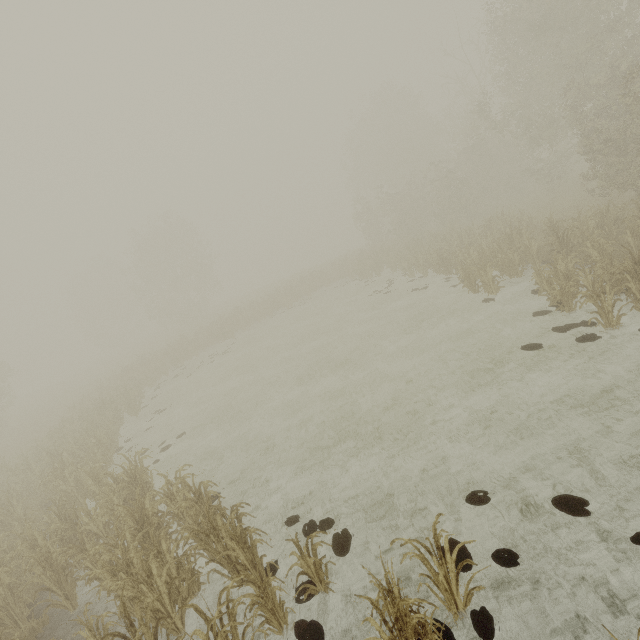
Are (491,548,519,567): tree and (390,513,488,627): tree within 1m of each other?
yes

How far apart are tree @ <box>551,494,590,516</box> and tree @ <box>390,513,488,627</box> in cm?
164

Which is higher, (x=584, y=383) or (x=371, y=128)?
(x=371, y=128)

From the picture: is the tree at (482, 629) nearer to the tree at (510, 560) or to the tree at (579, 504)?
the tree at (510, 560)

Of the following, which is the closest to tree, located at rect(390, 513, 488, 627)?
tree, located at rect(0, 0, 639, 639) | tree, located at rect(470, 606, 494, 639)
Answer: tree, located at rect(470, 606, 494, 639)

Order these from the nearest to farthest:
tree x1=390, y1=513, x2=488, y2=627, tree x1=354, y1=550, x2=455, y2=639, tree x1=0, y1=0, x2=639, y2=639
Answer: tree x1=354, y1=550, x2=455, y2=639, tree x1=390, y1=513, x2=488, y2=627, tree x1=0, y1=0, x2=639, y2=639

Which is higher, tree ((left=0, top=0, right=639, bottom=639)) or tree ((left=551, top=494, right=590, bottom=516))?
tree ((left=0, top=0, right=639, bottom=639))

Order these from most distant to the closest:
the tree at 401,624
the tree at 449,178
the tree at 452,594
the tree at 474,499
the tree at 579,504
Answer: the tree at 449,178, the tree at 474,499, the tree at 579,504, the tree at 452,594, the tree at 401,624
